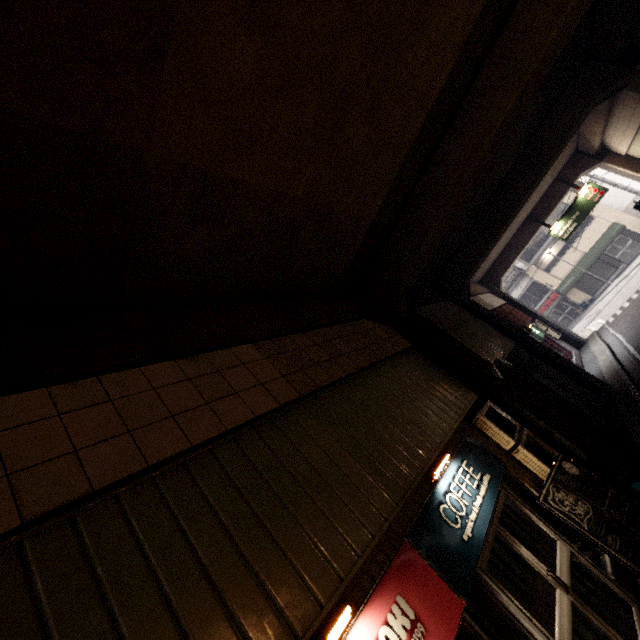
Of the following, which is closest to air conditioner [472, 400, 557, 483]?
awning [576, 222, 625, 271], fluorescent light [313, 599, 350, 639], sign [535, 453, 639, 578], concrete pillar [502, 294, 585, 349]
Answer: sign [535, 453, 639, 578]

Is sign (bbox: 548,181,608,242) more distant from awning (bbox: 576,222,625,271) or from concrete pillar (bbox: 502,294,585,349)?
awning (bbox: 576,222,625,271)

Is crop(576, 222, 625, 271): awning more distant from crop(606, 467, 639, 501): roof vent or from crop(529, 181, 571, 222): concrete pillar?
crop(606, 467, 639, 501): roof vent

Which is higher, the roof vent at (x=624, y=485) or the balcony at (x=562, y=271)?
the balcony at (x=562, y=271)

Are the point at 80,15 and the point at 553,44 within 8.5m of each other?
yes

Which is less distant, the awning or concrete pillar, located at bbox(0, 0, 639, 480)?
concrete pillar, located at bbox(0, 0, 639, 480)

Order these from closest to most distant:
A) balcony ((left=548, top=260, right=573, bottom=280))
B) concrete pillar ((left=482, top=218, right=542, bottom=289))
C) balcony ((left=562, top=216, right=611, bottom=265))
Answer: concrete pillar ((left=482, top=218, right=542, bottom=289)) < balcony ((left=562, top=216, right=611, bottom=265)) < balcony ((left=548, top=260, right=573, bottom=280))

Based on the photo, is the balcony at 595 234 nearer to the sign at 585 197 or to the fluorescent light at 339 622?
the sign at 585 197
